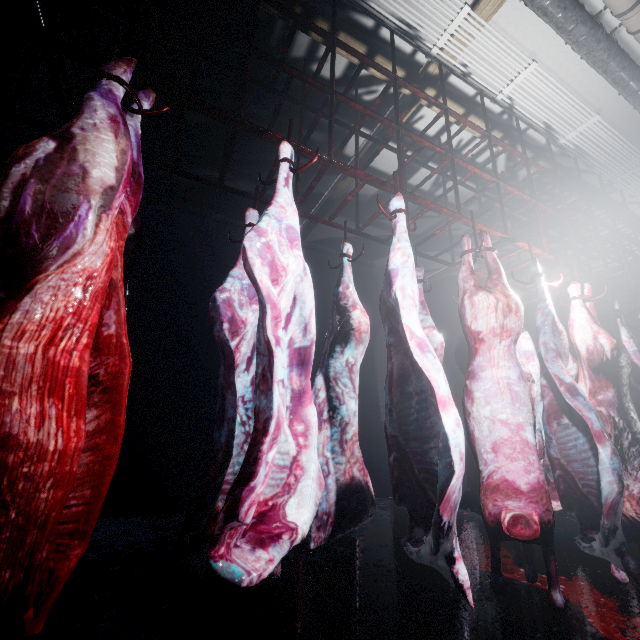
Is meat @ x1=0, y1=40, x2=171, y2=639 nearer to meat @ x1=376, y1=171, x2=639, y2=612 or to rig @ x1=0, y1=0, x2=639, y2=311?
rig @ x1=0, y1=0, x2=639, y2=311

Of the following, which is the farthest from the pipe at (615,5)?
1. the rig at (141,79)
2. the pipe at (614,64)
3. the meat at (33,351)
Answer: the meat at (33,351)

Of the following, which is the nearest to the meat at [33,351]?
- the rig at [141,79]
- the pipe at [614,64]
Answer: the rig at [141,79]

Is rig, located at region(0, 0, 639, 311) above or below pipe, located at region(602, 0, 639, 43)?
below

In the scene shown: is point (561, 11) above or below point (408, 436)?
above

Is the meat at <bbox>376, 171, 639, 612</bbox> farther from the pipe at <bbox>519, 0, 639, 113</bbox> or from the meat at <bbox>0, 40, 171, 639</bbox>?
the pipe at <bbox>519, 0, 639, 113</bbox>

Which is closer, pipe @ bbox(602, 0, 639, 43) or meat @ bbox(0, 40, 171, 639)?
meat @ bbox(0, 40, 171, 639)

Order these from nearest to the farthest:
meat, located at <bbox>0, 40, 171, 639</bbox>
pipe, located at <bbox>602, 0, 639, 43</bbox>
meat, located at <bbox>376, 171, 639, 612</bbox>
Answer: meat, located at <bbox>0, 40, 171, 639</bbox>, meat, located at <bbox>376, 171, 639, 612</bbox>, pipe, located at <bbox>602, 0, 639, 43</bbox>
